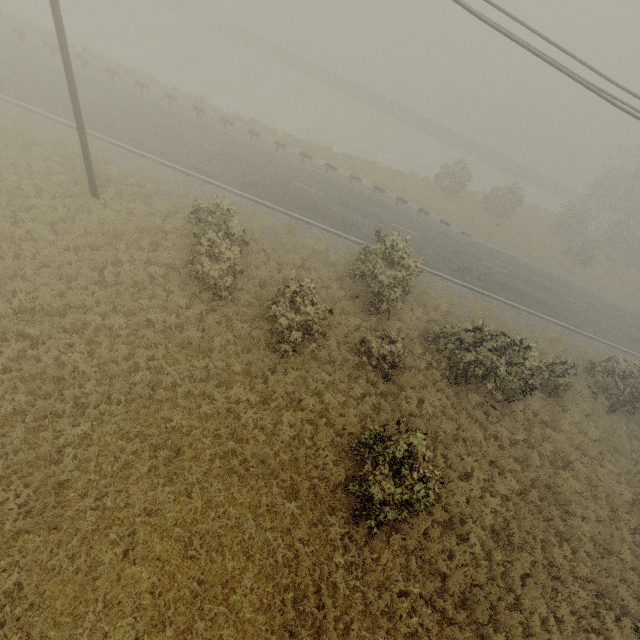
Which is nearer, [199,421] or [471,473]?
[199,421]
